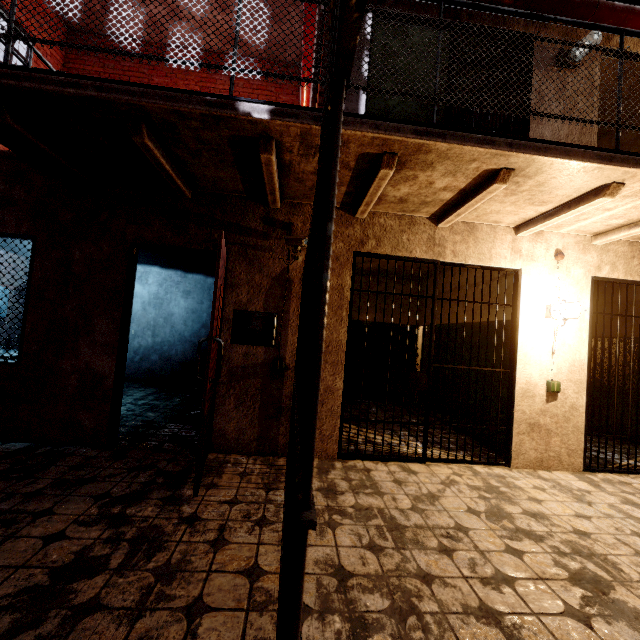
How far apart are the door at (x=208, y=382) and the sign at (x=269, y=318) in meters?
0.2

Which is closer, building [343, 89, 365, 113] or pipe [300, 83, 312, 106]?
building [343, 89, 365, 113]

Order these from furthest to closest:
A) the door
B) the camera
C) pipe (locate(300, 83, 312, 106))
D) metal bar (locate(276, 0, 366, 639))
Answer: pipe (locate(300, 83, 312, 106)) < the camera < the door < metal bar (locate(276, 0, 366, 639))

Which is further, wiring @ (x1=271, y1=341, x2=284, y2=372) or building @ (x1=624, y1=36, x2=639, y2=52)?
building @ (x1=624, y1=36, x2=639, y2=52)

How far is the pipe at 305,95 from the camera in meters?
5.4 m

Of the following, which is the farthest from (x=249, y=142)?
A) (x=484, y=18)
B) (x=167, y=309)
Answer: (x=167, y=309)

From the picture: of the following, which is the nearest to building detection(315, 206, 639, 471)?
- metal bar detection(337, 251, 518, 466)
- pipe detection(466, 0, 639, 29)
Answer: metal bar detection(337, 251, 518, 466)

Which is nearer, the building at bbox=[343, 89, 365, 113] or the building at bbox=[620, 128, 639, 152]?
the building at bbox=[343, 89, 365, 113]
